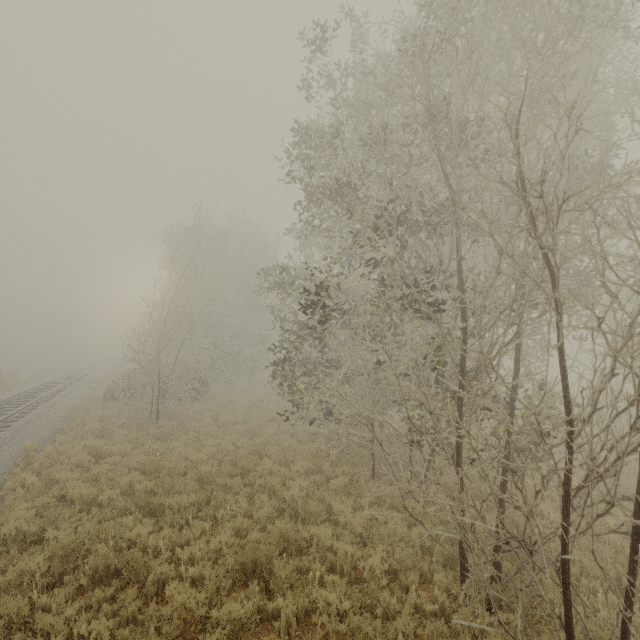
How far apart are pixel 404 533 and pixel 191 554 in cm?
450
